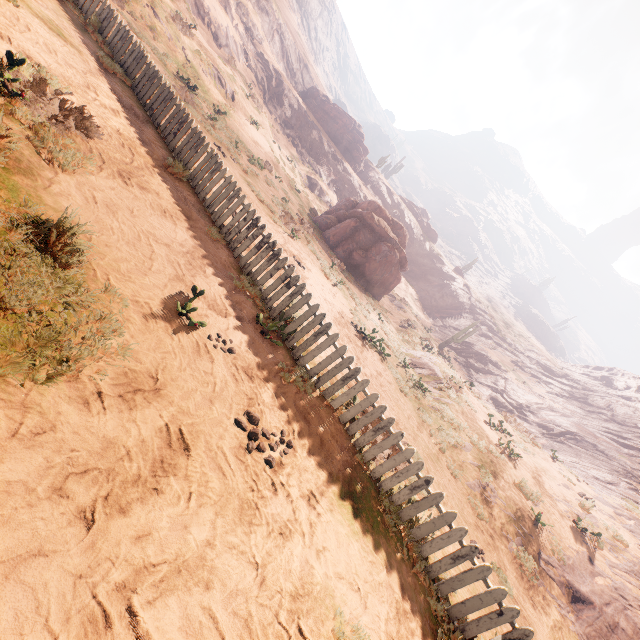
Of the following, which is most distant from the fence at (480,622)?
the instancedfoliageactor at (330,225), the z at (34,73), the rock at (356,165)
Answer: the rock at (356,165)

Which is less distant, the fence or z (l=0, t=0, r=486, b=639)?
z (l=0, t=0, r=486, b=639)

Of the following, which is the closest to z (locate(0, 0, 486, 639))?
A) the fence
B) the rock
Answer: the fence

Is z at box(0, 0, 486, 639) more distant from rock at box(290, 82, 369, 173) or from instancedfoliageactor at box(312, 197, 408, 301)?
rock at box(290, 82, 369, 173)

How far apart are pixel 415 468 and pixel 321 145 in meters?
45.5 m

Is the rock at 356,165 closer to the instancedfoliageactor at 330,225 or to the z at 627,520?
the instancedfoliageactor at 330,225

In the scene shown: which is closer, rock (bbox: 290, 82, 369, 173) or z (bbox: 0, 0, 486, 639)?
z (bbox: 0, 0, 486, 639)

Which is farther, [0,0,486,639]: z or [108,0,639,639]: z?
[108,0,639,639]: z
